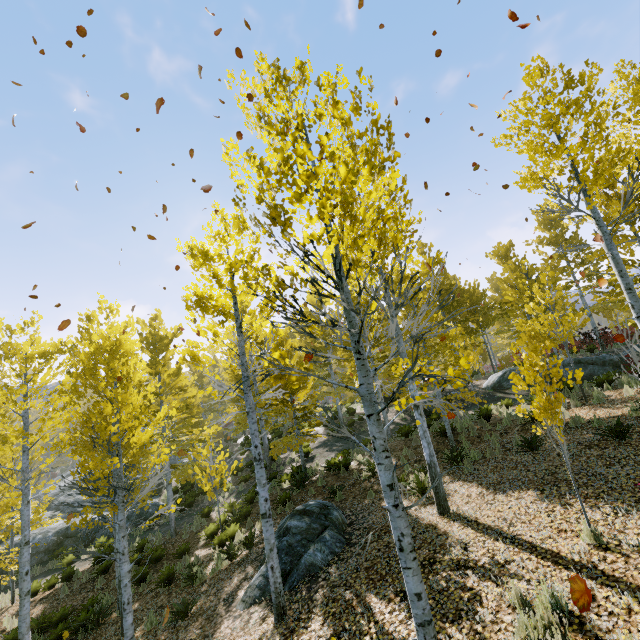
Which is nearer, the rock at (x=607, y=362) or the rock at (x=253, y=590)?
the rock at (x=253, y=590)

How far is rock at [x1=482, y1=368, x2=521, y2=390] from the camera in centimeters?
1809cm

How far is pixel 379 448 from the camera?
3.5 meters

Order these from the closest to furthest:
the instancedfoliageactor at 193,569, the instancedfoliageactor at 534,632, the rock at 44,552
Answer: the instancedfoliageactor at 534,632, the instancedfoliageactor at 193,569, the rock at 44,552

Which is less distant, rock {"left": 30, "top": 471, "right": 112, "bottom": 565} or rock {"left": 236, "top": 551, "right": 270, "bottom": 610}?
rock {"left": 236, "top": 551, "right": 270, "bottom": 610}

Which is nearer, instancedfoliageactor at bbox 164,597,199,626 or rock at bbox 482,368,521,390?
instancedfoliageactor at bbox 164,597,199,626

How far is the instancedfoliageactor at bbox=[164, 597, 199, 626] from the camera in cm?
752

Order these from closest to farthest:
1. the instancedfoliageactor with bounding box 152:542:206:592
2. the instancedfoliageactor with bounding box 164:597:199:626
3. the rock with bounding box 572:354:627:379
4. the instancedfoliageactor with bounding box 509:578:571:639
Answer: the instancedfoliageactor with bounding box 509:578:571:639 < the instancedfoliageactor with bounding box 164:597:199:626 < the instancedfoliageactor with bounding box 152:542:206:592 < the rock with bounding box 572:354:627:379
